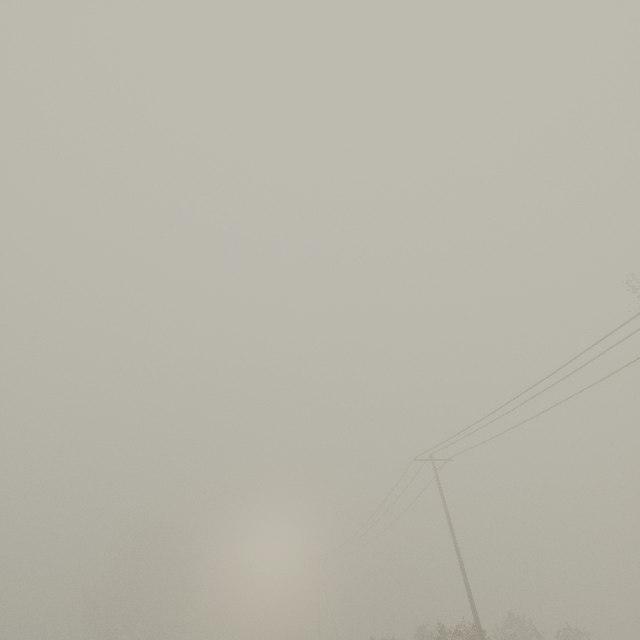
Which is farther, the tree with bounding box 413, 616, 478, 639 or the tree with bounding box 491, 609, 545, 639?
the tree with bounding box 491, 609, 545, 639

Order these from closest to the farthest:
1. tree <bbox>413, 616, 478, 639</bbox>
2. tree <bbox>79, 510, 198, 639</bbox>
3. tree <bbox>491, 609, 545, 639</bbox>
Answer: tree <bbox>413, 616, 478, 639</bbox> < tree <bbox>491, 609, 545, 639</bbox> < tree <bbox>79, 510, 198, 639</bbox>

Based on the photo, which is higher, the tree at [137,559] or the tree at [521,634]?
the tree at [137,559]

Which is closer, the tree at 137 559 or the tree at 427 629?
the tree at 427 629

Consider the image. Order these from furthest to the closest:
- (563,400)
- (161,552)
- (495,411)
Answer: (161,552)
(495,411)
(563,400)

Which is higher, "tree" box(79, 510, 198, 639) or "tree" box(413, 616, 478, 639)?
"tree" box(79, 510, 198, 639)

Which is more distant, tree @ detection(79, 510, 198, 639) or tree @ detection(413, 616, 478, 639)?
tree @ detection(79, 510, 198, 639)
